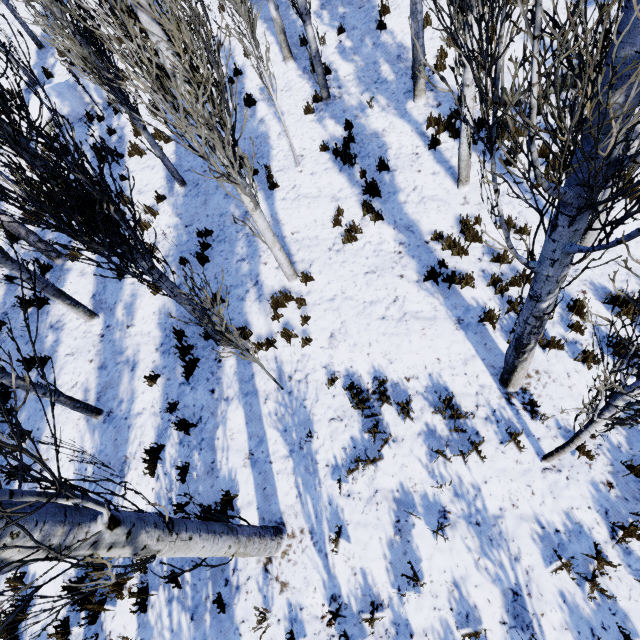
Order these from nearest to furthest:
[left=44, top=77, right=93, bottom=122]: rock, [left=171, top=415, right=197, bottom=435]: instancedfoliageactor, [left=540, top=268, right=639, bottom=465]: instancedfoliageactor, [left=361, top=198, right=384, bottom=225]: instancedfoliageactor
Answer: [left=540, top=268, right=639, bottom=465]: instancedfoliageactor, [left=171, top=415, right=197, bottom=435]: instancedfoliageactor, [left=361, top=198, right=384, bottom=225]: instancedfoliageactor, [left=44, top=77, right=93, bottom=122]: rock

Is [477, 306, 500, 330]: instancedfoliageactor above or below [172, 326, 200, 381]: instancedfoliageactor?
below

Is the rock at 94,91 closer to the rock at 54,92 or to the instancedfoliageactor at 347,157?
the instancedfoliageactor at 347,157

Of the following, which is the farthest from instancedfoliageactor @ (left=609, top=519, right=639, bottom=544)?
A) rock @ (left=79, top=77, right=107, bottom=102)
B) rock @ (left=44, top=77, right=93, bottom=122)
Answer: rock @ (left=79, top=77, right=107, bottom=102)

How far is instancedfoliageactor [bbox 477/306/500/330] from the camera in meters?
5.3

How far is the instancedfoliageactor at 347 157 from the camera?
7.9 meters

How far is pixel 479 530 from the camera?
4.1m
